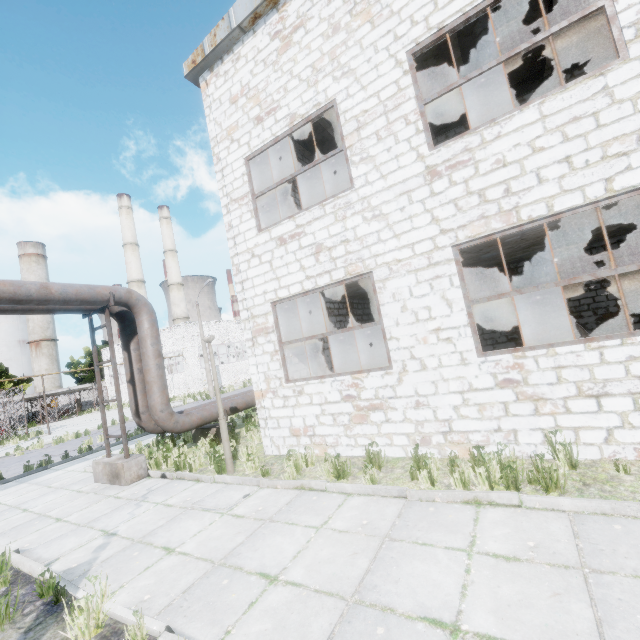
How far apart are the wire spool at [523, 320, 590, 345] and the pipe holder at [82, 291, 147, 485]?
11.4m

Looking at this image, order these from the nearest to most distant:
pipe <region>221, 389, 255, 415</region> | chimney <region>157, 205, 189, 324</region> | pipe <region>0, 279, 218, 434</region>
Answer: pipe <region>0, 279, 218, 434</region>, pipe <region>221, 389, 255, 415</region>, chimney <region>157, 205, 189, 324</region>

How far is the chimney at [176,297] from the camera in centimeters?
5606cm

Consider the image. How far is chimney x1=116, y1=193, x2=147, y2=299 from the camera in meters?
50.6

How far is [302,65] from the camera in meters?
7.6

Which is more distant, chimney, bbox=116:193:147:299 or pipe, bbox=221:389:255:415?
chimney, bbox=116:193:147:299

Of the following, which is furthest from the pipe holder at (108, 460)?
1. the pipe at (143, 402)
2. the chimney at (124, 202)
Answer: the chimney at (124, 202)

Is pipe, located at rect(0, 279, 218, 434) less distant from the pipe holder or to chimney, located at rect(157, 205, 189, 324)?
the pipe holder
